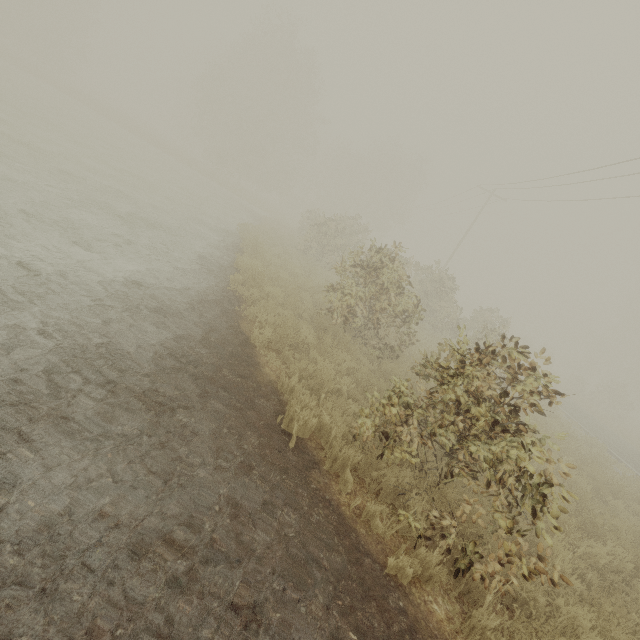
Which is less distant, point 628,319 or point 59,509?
point 59,509
